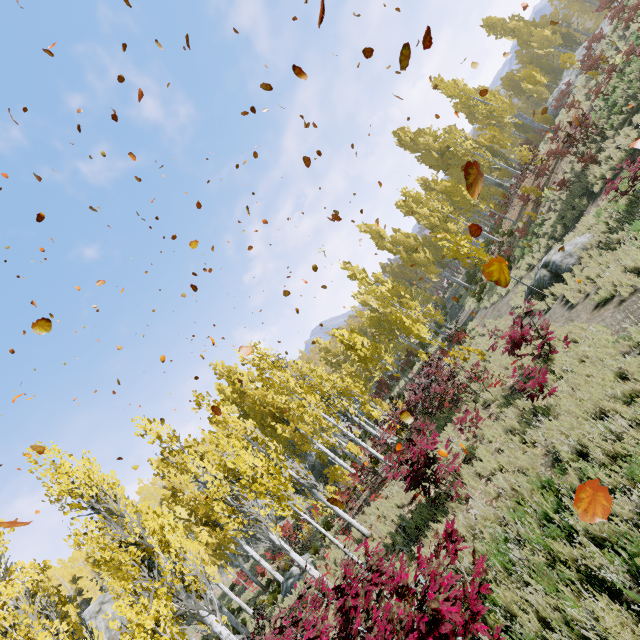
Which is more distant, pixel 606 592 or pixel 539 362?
pixel 539 362

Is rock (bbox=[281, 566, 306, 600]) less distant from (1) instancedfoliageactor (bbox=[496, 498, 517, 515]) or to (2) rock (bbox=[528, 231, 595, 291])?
(1) instancedfoliageactor (bbox=[496, 498, 517, 515])

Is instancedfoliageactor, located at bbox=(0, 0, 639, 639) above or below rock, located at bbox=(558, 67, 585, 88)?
below

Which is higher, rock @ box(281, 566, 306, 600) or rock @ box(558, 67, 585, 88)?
rock @ box(558, 67, 585, 88)

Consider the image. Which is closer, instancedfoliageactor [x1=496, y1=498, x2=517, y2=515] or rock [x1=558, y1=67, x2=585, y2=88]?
instancedfoliageactor [x1=496, y1=498, x2=517, y2=515]

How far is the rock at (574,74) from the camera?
25.00m

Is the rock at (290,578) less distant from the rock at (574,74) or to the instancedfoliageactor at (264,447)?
the instancedfoliageactor at (264,447)
